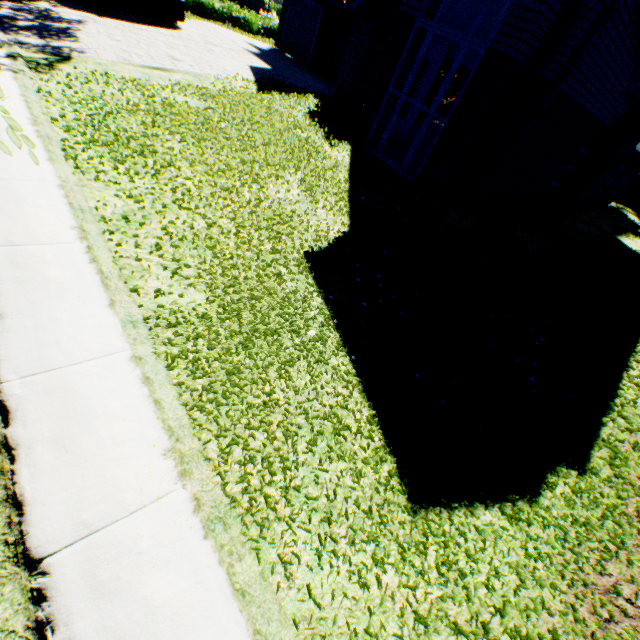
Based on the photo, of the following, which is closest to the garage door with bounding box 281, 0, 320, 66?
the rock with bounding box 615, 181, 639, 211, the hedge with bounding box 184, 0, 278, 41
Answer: the hedge with bounding box 184, 0, 278, 41

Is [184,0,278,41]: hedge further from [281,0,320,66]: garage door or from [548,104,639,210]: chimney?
[548,104,639,210]: chimney

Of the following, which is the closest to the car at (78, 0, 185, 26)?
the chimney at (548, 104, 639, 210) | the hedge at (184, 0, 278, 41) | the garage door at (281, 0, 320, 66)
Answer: the garage door at (281, 0, 320, 66)

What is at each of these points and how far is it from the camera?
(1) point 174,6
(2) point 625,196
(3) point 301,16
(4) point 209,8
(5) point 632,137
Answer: (1) car, 15.56m
(2) rock, 32.38m
(3) garage door, 20.03m
(4) hedge, 25.27m
(5) chimney, 13.55m

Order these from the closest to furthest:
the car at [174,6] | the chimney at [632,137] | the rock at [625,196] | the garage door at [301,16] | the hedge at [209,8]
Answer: the chimney at [632,137] → the car at [174,6] → the garage door at [301,16] → the hedge at [209,8] → the rock at [625,196]

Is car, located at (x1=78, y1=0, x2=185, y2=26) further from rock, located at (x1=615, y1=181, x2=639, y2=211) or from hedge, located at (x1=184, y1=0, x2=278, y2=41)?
rock, located at (x1=615, y1=181, x2=639, y2=211)

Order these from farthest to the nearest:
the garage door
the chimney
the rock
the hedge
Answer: the rock, the hedge, the garage door, the chimney

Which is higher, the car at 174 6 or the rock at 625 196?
the rock at 625 196
